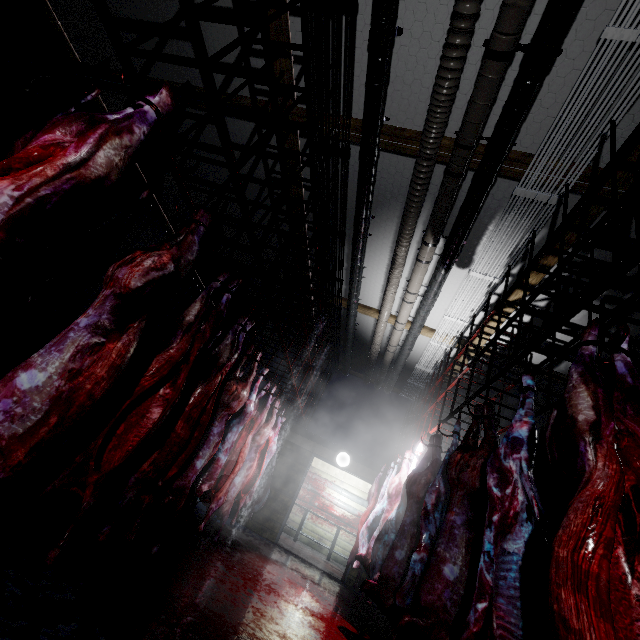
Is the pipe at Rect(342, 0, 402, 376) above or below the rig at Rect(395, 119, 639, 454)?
above

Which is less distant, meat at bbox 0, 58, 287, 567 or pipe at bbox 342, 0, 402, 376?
meat at bbox 0, 58, 287, 567

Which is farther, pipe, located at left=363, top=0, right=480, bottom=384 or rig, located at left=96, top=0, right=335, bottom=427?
pipe, located at left=363, top=0, right=480, bottom=384

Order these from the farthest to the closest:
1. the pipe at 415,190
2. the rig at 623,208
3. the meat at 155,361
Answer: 1. the pipe at 415,190
2. the rig at 623,208
3. the meat at 155,361

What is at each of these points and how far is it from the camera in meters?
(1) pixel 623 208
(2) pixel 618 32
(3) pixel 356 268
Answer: (1) rig, 1.8
(2) wire, 2.1
(3) pipe, 4.9

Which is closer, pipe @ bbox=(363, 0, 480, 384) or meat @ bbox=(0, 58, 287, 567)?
meat @ bbox=(0, 58, 287, 567)

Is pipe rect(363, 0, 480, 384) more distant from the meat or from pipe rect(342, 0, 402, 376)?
the meat

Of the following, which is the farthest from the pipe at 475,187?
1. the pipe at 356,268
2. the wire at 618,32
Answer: the pipe at 356,268
